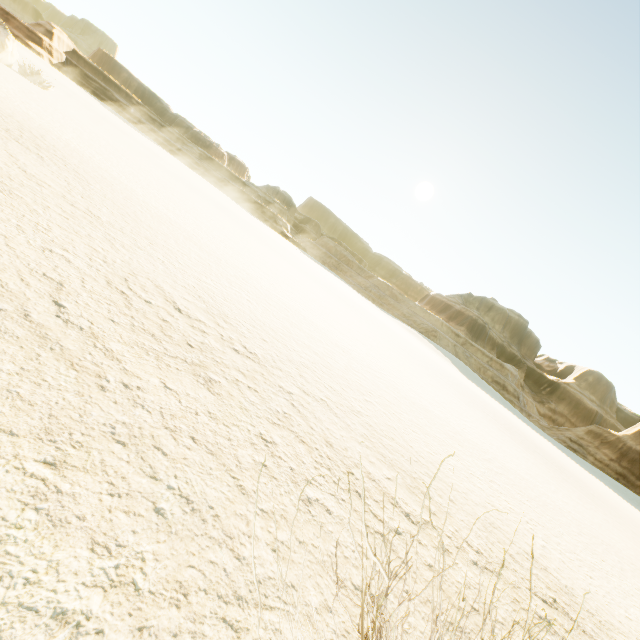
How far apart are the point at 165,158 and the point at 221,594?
60.2 meters
